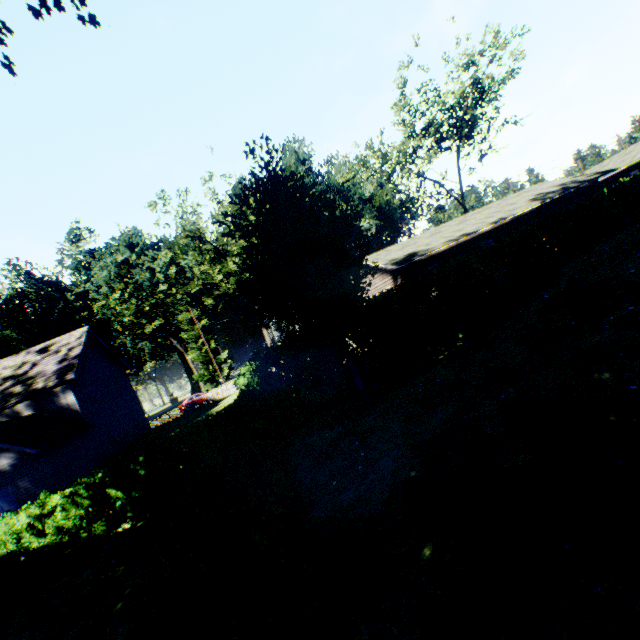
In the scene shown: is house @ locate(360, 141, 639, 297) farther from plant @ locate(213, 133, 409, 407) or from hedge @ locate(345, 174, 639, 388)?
plant @ locate(213, 133, 409, 407)

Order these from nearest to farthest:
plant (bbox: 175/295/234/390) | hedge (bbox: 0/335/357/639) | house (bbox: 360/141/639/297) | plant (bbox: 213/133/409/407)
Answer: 1. hedge (bbox: 0/335/357/639)
2. plant (bbox: 213/133/409/407)
3. house (bbox: 360/141/639/297)
4. plant (bbox: 175/295/234/390)

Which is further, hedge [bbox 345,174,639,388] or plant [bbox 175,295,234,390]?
plant [bbox 175,295,234,390]

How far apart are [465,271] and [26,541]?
16.94m

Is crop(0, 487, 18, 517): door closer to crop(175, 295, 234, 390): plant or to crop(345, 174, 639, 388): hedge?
crop(345, 174, 639, 388): hedge

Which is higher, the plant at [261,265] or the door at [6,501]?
the plant at [261,265]

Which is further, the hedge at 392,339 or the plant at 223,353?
the plant at 223,353

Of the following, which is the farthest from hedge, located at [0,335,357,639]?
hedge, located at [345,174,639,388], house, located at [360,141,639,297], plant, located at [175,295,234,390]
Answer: house, located at [360,141,639,297]
